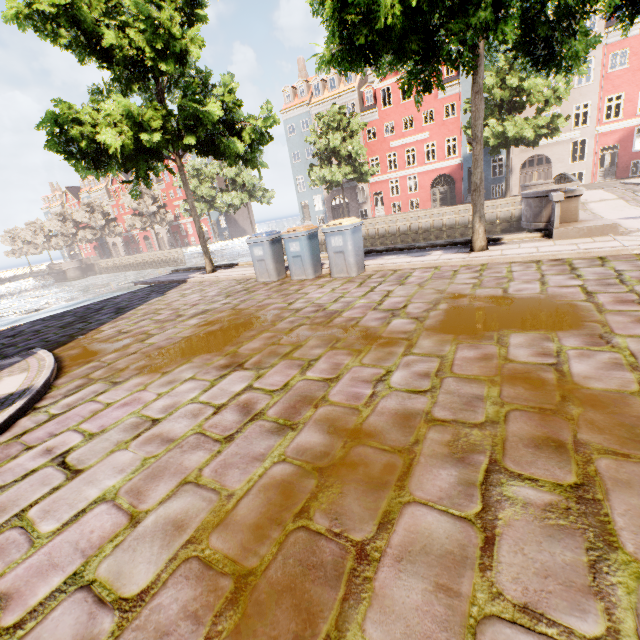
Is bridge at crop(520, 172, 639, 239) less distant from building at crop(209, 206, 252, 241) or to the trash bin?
the trash bin

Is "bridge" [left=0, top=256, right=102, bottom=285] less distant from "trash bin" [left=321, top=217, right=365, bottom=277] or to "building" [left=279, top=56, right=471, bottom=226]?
"building" [left=279, top=56, right=471, bottom=226]

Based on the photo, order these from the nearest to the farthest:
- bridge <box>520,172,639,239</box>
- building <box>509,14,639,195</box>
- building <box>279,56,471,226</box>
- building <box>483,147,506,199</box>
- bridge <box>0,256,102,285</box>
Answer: bridge <box>520,172,639,239</box> < building <box>509,14,639,195</box> < building <box>483,147,506,199</box> < building <box>279,56,471,226</box> < bridge <box>0,256,102,285</box>

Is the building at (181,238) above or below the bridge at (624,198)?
above

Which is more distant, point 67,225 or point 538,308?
point 67,225

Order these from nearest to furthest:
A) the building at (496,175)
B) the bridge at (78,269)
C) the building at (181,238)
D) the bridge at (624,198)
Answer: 1. the bridge at (624,198)
2. the building at (496,175)
3. the bridge at (78,269)
4. the building at (181,238)

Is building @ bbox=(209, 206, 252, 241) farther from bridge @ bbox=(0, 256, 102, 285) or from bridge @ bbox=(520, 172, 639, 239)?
bridge @ bbox=(0, 256, 102, 285)

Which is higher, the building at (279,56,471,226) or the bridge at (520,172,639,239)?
A: the building at (279,56,471,226)
